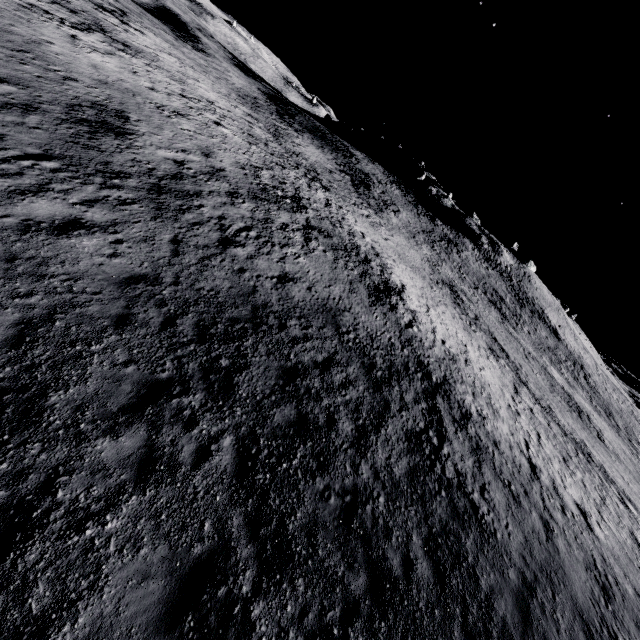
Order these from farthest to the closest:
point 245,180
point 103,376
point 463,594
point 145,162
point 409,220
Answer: point 409,220
point 245,180
point 145,162
point 463,594
point 103,376
